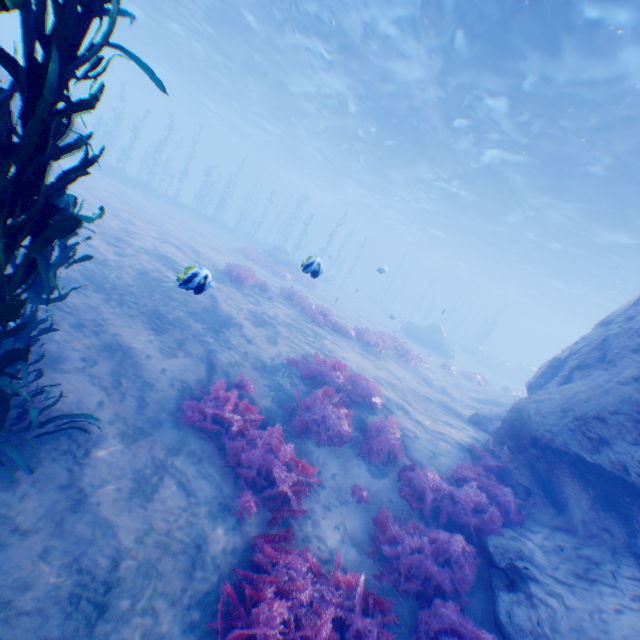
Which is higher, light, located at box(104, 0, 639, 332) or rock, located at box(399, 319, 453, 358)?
light, located at box(104, 0, 639, 332)

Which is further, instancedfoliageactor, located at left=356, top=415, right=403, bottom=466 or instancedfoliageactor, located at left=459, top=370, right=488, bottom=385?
instancedfoliageactor, located at left=459, top=370, right=488, bottom=385

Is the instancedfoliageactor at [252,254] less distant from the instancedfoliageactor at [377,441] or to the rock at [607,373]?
the rock at [607,373]

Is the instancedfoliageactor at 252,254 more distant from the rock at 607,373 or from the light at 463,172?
the light at 463,172

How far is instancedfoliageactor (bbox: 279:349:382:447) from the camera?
7.1m

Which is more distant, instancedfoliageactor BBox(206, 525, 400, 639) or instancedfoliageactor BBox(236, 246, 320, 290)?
instancedfoliageactor BBox(236, 246, 320, 290)

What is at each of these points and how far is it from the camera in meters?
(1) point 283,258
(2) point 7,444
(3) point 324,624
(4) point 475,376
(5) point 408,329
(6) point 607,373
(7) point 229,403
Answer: (1) rock, 27.4
(2) instancedfoliageactor, 3.8
(3) instancedfoliageactor, 3.8
(4) instancedfoliageactor, 21.0
(5) rock, 28.5
(6) rock, 6.9
(7) instancedfoliageactor, 6.3
